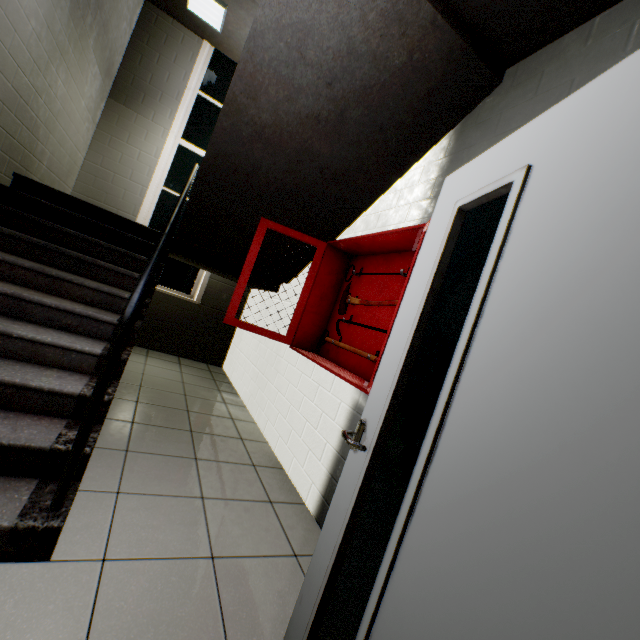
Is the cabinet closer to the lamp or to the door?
the door

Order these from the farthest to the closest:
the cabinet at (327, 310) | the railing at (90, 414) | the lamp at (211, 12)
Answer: the lamp at (211, 12) → the cabinet at (327, 310) → the railing at (90, 414)

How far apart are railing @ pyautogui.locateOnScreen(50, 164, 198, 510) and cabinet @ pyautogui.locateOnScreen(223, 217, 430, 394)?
0.63m

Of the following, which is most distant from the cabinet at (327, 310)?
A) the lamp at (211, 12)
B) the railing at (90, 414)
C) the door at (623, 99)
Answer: the lamp at (211, 12)

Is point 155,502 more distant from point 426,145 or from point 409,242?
point 426,145

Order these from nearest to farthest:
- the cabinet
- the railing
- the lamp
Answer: the railing
the cabinet
the lamp

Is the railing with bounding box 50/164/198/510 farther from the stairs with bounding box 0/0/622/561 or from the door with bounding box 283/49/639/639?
the door with bounding box 283/49/639/639
